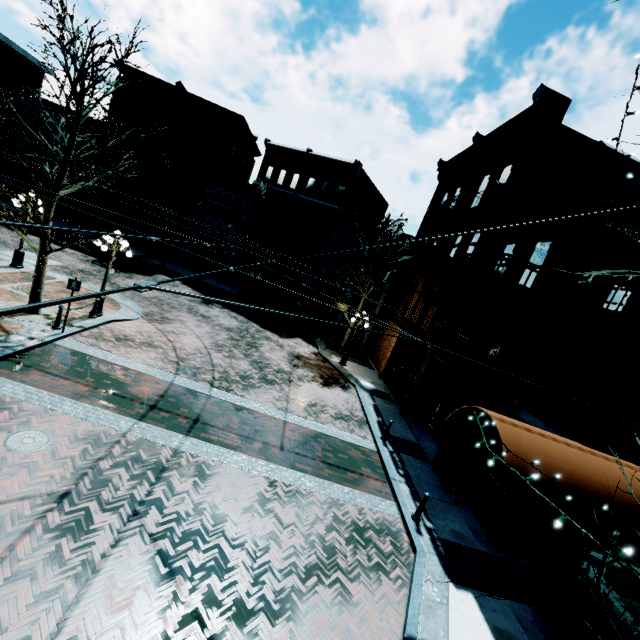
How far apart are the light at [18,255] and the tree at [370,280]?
16.3m

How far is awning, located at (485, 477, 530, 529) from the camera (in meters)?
4.82

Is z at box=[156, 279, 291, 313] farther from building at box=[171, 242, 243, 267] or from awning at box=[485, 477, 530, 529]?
awning at box=[485, 477, 530, 529]

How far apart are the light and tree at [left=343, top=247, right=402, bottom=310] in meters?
16.3 m

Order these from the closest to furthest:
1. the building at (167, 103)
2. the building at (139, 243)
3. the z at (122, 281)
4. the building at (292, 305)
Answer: the z at (122, 281) < the building at (292, 305) < the building at (167, 103) < the building at (139, 243)

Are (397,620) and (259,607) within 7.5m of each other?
yes

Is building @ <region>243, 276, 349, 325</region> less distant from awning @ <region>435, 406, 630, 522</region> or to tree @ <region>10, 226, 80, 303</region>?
awning @ <region>435, 406, 630, 522</region>

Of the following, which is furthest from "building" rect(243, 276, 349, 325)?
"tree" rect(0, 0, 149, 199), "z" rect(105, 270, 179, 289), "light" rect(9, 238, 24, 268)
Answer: "light" rect(9, 238, 24, 268)
